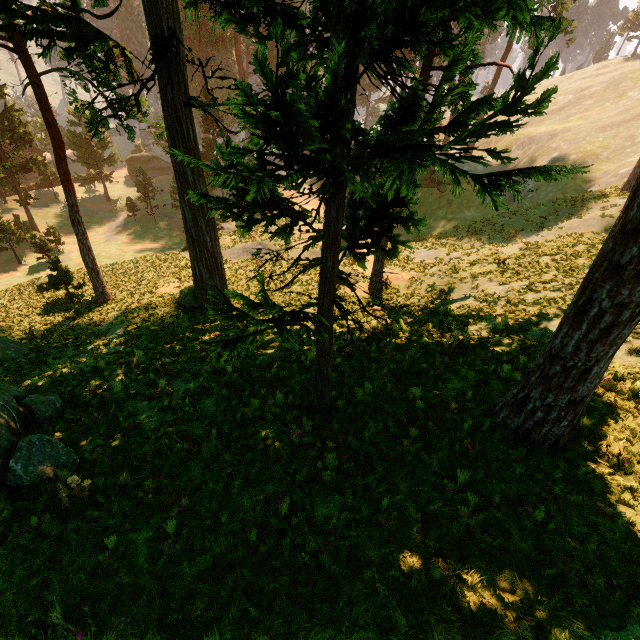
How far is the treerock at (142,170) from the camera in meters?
44.1 m

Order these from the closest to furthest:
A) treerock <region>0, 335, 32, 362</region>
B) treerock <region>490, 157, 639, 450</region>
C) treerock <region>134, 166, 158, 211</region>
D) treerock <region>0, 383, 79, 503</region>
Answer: treerock <region>490, 157, 639, 450</region> < treerock <region>0, 383, 79, 503</region> < treerock <region>0, 335, 32, 362</region> < treerock <region>134, 166, 158, 211</region>

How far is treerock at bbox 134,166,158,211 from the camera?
44.1 meters

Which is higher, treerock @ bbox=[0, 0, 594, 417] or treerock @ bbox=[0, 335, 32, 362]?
treerock @ bbox=[0, 0, 594, 417]

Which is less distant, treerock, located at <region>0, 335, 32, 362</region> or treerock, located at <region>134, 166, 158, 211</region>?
treerock, located at <region>0, 335, 32, 362</region>

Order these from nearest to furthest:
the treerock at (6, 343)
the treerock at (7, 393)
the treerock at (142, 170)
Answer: the treerock at (7, 393)
the treerock at (6, 343)
the treerock at (142, 170)

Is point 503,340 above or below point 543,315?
below
